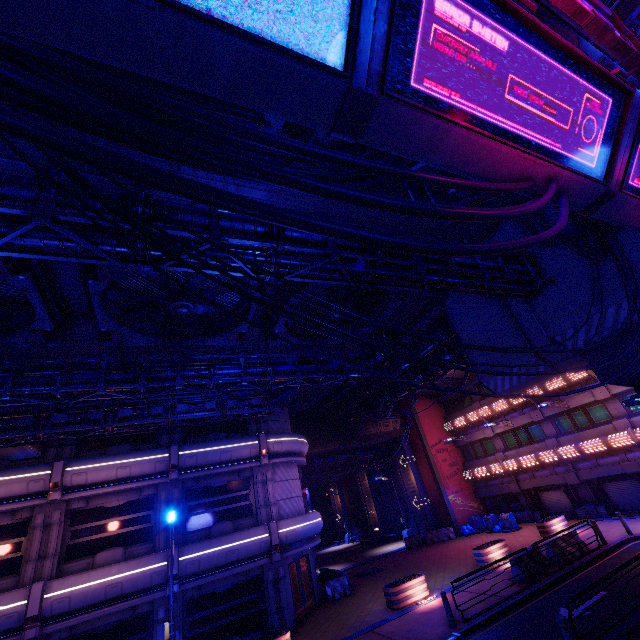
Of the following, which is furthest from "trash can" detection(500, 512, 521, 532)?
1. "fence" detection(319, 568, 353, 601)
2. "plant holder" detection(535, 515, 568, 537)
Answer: "fence" detection(319, 568, 353, 601)

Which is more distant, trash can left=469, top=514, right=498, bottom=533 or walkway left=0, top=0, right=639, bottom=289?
trash can left=469, top=514, right=498, bottom=533

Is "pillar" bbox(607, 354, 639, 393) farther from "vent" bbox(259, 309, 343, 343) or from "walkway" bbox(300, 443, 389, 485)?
"walkway" bbox(300, 443, 389, 485)

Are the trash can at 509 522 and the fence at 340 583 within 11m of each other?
no

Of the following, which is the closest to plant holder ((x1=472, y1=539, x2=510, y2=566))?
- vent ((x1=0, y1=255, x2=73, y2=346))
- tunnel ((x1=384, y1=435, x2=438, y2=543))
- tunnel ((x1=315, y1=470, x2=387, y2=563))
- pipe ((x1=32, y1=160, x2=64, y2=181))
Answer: tunnel ((x1=384, y1=435, x2=438, y2=543))

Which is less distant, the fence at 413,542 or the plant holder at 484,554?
the plant holder at 484,554

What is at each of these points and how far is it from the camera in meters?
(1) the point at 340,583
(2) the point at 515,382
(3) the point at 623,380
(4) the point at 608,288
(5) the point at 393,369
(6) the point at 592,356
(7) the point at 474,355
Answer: (1) fence, 19.6 m
(2) walkway, 13.8 m
(3) pillar, 9.8 m
(4) walkway, 9.4 m
(5) walkway, 21.9 m
(6) pillar, 10.4 m
(7) walkway, 15.0 m

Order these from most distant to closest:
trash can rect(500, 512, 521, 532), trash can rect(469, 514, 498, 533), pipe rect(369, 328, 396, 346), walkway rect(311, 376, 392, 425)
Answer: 1. trash can rect(469, 514, 498, 533)
2. trash can rect(500, 512, 521, 532)
3. walkway rect(311, 376, 392, 425)
4. pipe rect(369, 328, 396, 346)
